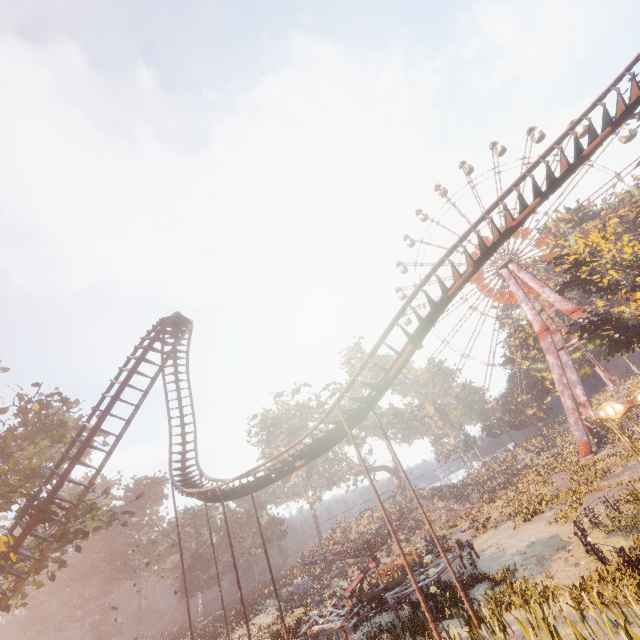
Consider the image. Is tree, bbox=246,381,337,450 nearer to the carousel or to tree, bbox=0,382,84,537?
tree, bbox=0,382,84,537

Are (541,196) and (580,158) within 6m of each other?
yes

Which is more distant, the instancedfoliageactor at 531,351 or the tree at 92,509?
the instancedfoliageactor at 531,351

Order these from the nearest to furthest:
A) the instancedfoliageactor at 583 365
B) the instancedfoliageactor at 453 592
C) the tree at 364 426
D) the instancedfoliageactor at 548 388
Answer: the instancedfoliageactor at 453 592 < the instancedfoliageactor at 583 365 < the instancedfoliageactor at 548 388 < the tree at 364 426

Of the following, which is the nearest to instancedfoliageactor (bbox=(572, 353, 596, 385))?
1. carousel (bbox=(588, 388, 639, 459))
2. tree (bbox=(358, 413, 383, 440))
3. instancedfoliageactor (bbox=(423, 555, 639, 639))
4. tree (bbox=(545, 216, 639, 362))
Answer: tree (bbox=(545, 216, 639, 362))

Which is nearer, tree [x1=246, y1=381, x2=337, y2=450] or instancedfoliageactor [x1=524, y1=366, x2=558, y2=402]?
tree [x1=246, y1=381, x2=337, y2=450]

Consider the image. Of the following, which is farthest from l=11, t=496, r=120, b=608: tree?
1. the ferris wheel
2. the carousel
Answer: the ferris wheel

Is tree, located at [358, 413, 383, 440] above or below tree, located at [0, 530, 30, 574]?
above
